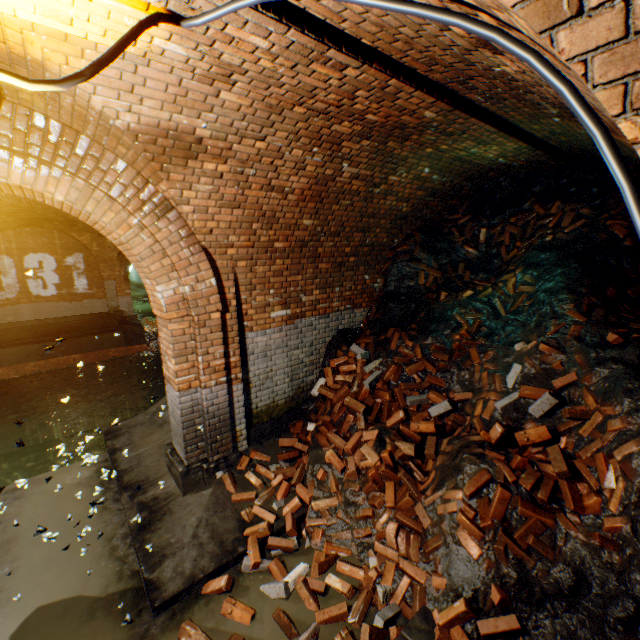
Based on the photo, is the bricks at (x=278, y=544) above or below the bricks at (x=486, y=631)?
below

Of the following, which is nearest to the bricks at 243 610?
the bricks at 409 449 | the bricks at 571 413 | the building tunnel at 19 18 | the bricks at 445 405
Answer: the building tunnel at 19 18

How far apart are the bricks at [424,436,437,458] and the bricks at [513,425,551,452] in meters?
0.9 m

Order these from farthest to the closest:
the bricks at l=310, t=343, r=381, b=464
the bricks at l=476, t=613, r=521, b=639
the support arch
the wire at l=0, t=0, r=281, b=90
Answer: the support arch < the bricks at l=310, t=343, r=381, b=464 < the bricks at l=476, t=613, r=521, b=639 < the wire at l=0, t=0, r=281, b=90

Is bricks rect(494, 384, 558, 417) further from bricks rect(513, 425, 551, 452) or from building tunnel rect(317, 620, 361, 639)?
building tunnel rect(317, 620, 361, 639)

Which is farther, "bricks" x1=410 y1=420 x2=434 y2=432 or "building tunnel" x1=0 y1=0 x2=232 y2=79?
"bricks" x1=410 y1=420 x2=434 y2=432

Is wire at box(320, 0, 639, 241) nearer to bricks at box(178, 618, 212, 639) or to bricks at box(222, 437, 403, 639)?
bricks at box(222, 437, 403, 639)

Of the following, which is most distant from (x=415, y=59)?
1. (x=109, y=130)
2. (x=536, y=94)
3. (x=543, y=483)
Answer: (x=543, y=483)
